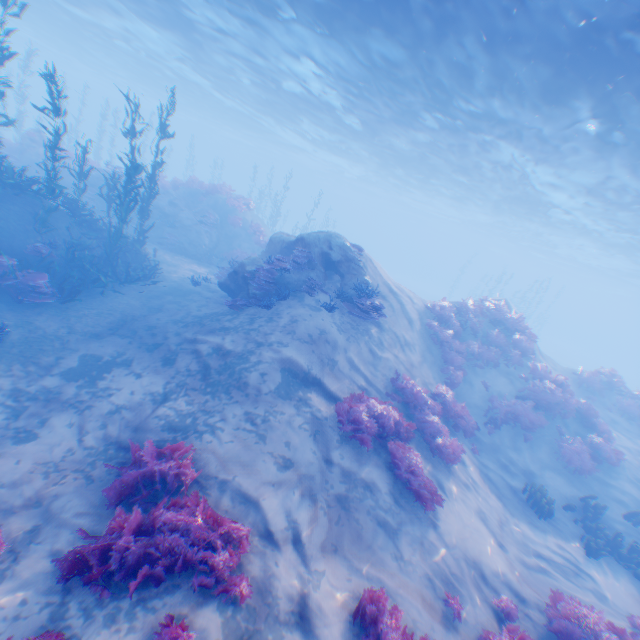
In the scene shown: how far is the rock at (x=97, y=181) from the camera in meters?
19.8 m

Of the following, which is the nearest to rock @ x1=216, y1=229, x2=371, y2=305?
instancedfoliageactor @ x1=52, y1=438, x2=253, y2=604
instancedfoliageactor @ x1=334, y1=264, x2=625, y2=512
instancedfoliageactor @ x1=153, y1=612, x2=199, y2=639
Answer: instancedfoliageactor @ x1=52, y1=438, x2=253, y2=604

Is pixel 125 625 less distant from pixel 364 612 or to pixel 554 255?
pixel 364 612

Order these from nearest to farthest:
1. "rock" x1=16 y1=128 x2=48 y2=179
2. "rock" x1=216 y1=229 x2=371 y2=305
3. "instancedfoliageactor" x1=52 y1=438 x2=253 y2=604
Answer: "instancedfoliageactor" x1=52 y1=438 x2=253 y2=604, "rock" x1=216 y1=229 x2=371 y2=305, "rock" x1=16 y1=128 x2=48 y2=179

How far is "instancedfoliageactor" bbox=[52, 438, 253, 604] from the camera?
4.5 meters

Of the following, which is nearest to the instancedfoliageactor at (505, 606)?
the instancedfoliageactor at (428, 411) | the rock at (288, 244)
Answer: the rock at (288, 244)

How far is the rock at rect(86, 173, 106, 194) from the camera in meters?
19.8
